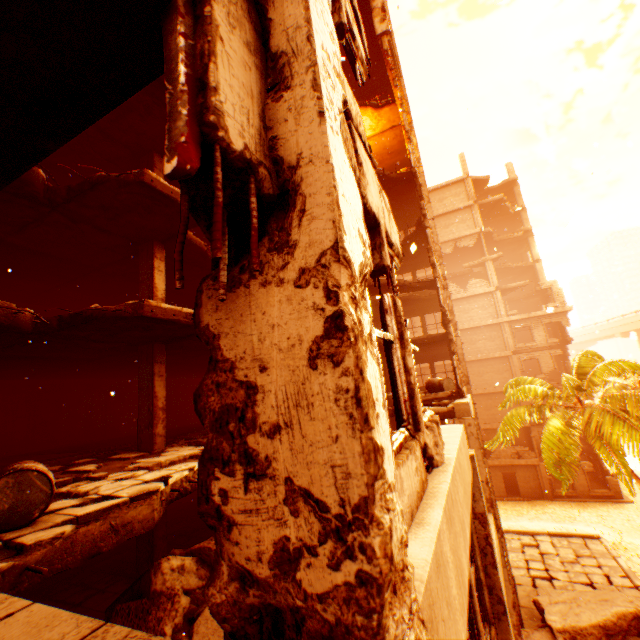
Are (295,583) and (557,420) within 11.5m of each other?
no

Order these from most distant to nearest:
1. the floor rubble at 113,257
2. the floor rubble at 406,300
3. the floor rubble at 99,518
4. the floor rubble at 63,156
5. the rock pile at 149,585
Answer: the floor rubble at 406,300, the floor rubble at 63,156, the floor rubble at 113,257, the rock pile at 149,585, the floor rubble at 99,518

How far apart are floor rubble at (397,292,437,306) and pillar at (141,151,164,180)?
11.97m

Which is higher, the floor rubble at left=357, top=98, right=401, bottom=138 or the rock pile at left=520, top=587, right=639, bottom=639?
the floor rubble at left=357, top=98, right=401, bottom=138

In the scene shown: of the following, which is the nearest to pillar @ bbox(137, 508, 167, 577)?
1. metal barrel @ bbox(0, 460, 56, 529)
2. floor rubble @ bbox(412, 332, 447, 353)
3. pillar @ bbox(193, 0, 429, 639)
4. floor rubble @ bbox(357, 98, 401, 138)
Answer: floor rubble @ bbox(357, 98, 401, 138)

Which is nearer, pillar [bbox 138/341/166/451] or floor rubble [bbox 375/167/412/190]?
pillar [bbox 138/341/166/451]

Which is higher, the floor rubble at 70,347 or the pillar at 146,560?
the floor rubble at 70,347

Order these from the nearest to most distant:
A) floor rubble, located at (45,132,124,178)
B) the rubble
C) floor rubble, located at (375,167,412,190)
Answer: floor rubble, located at (45,132,124,178) < the rubble < floor rubble, located at (375,167,412,190)
